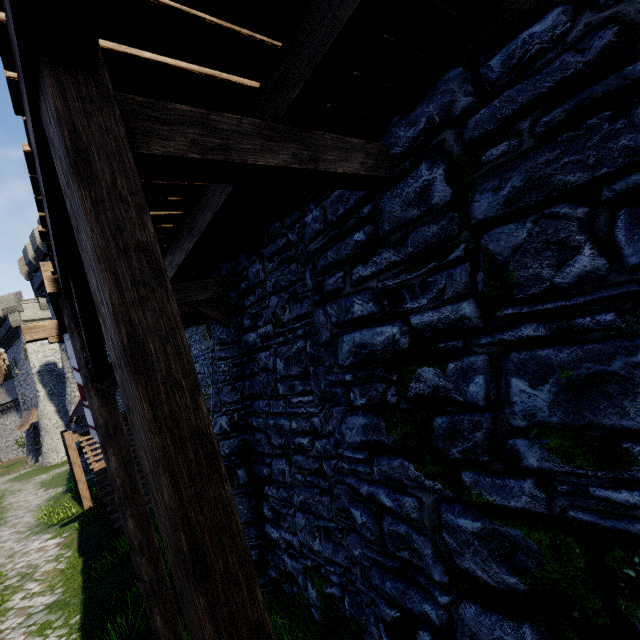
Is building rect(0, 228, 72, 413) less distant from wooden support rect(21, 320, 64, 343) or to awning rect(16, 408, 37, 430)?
awning rect(16, 408, 37, 430)

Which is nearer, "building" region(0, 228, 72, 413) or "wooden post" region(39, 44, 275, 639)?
"wooden post" region(39, 44, 275, 639)

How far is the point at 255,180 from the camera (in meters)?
2.19

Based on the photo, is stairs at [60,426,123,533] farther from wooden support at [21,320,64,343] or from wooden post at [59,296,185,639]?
wooden post at [59,296,185,639]

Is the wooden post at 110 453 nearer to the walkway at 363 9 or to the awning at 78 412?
the walkway at 363 9

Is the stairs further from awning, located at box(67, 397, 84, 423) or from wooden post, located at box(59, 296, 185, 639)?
wooden post, located at box(59, 296, 185, 639)

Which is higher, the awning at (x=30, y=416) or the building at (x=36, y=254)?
the building at (x=36, y=254)

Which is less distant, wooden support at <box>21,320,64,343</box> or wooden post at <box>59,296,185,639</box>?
wooden post at <box>59,296,185,639</box>
